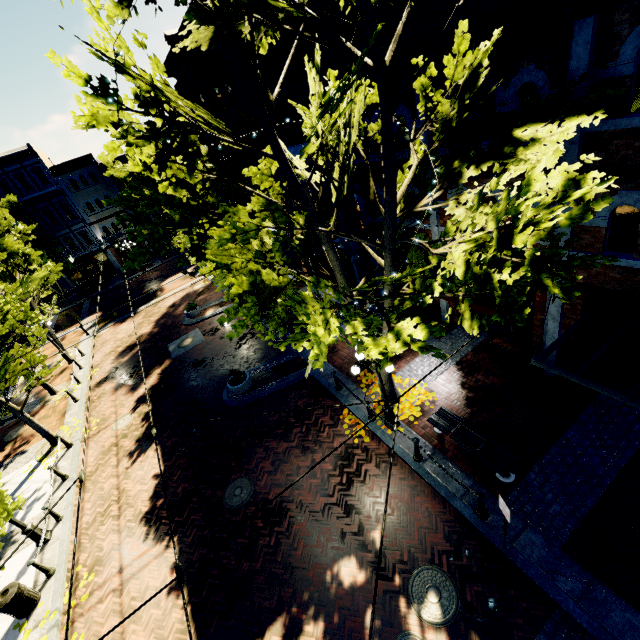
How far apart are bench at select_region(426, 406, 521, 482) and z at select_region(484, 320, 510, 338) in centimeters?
451cm

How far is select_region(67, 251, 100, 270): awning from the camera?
35.12m

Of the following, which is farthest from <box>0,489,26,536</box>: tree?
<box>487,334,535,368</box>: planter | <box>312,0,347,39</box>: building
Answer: <box>487,334,535,368</box>: planter

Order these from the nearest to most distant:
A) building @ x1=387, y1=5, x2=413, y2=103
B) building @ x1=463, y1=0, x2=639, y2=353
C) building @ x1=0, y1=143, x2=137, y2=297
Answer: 1. building @ x1=463, y1=0, x2=639, y2=353
2. building @ x1=387, y1=5, x2=413, y2=103
3. building @ x1=0, y1=143, x2=137, y2=297

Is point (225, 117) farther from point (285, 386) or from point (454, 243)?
point (454, 243)

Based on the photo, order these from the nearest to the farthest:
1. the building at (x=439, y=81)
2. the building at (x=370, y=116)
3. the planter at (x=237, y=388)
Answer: the building at (x=439, y=81) → the building at (x=370, y=116) → the planter at (x=237, y=388)

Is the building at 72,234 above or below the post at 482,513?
above

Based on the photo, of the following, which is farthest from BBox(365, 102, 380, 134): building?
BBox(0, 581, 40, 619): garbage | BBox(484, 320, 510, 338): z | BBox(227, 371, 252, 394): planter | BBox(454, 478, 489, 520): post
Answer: BBox(484, 320, 510, 338): z
